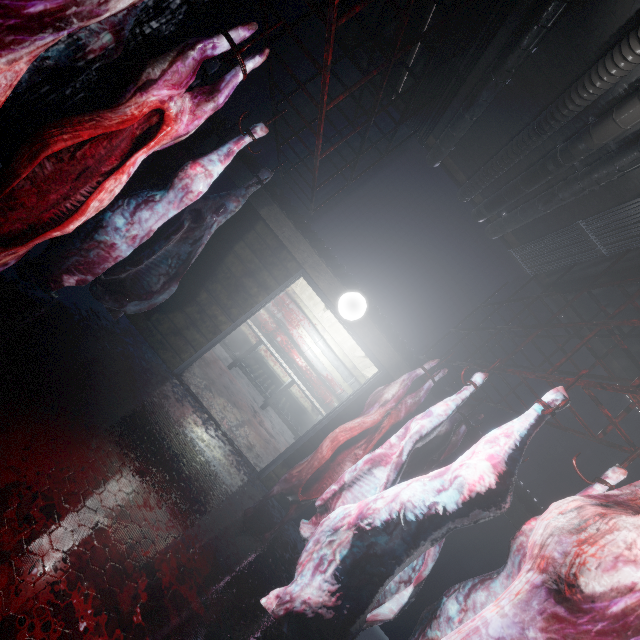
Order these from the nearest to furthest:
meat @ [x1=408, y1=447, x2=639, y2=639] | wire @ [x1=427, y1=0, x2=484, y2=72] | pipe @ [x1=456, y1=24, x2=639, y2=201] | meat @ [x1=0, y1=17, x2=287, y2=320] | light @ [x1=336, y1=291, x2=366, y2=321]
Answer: meat @ [x1=408, y1=447, x2=639, y2=639]
meat @ [x1=0, y1=17, x2=287, y2=320]
pipe @ [x1=456, y1=24, x2=639, y2=201]
wire @ [x1=427, y1=0, x2=484, y2=72]
light @ [x1=336, y1=291, x2=366, y2=321]

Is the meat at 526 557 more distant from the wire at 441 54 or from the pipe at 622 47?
the wire at 441 54

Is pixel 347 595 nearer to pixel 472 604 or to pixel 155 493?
pixel 472 604

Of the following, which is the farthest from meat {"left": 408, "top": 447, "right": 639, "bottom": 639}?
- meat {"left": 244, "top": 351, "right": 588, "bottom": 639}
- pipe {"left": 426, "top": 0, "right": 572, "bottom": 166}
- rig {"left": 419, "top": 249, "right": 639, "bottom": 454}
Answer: pipe {"left": 426, "top": 0, "right": 572, "bottom": 166}

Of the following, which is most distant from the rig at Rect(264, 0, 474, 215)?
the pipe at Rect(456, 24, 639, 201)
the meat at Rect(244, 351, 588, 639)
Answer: the meat at Rect(244, 351, 588, 639)

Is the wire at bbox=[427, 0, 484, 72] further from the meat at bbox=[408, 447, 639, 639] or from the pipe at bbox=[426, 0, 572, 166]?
the meat at bbox=[408, 447, 639, 639]

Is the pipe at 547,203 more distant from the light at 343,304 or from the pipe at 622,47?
the light at 343,304

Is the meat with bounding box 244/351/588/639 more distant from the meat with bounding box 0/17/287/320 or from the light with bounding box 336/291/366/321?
the meat with bounding box 0/17/287/320
